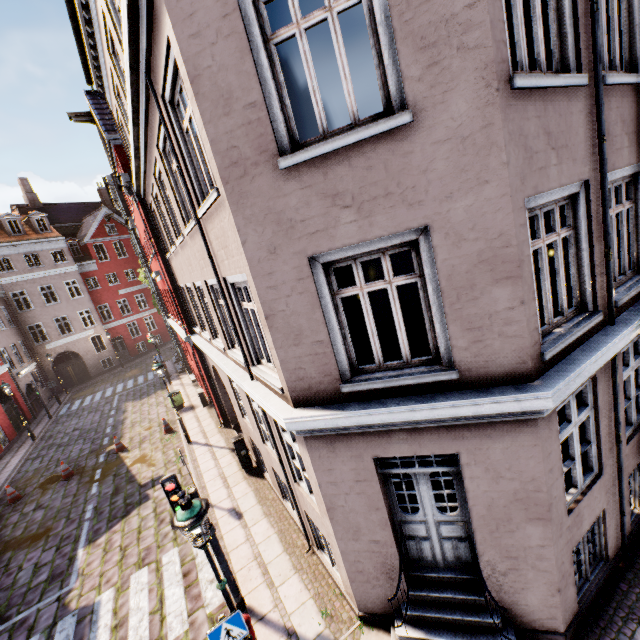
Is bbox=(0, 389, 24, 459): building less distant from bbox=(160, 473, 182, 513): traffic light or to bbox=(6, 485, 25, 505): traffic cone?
bbox=(160, 473, 182, 513): traffic light

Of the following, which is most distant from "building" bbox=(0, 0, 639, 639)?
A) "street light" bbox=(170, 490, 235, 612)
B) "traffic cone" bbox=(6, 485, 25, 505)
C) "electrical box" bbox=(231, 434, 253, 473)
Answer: "traffic cone" bbox=(6, 485, 25, 505)

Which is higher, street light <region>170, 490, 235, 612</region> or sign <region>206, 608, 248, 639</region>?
street light <region>170, 490, 235, 612</region>

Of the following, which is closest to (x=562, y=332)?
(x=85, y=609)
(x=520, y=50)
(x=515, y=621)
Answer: (x=520, y=50)

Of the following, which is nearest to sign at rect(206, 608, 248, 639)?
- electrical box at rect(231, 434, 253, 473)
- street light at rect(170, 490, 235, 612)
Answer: street light at rect(170, 490, 235, 612)

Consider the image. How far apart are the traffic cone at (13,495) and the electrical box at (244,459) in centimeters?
1030cm

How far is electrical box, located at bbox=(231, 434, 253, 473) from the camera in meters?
10.6 m

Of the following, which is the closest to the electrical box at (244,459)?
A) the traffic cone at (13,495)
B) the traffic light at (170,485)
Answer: the traffic light at (170,485)
